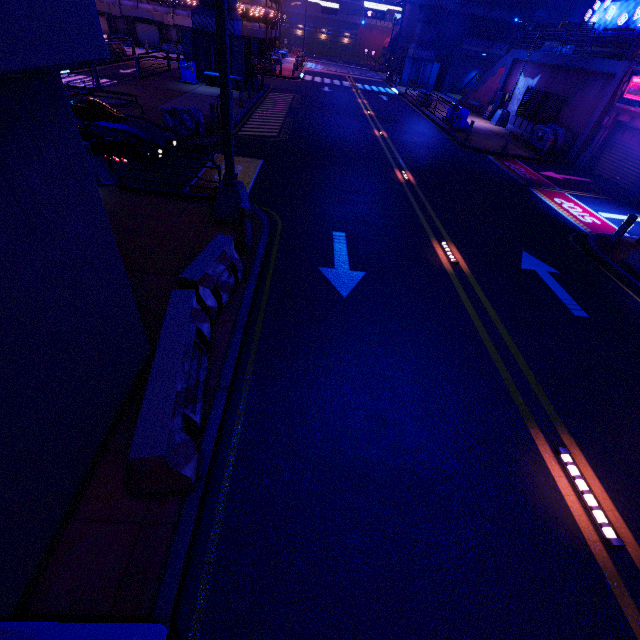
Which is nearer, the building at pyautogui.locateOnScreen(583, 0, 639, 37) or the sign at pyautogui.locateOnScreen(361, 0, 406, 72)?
the building at pyautogui.locateOnScreen(583, 0, 639, 37)

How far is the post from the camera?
6.5 meters

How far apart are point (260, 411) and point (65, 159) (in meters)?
3.49

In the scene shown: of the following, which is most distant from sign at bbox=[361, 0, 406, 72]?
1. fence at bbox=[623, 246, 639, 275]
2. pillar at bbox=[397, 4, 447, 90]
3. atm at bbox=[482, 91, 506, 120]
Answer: fence at bbox=[623, 246, 639, 275]

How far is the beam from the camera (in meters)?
16.75

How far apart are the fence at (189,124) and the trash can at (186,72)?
11.43m

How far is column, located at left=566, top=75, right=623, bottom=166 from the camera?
16.52m

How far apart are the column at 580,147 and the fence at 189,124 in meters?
20.2
